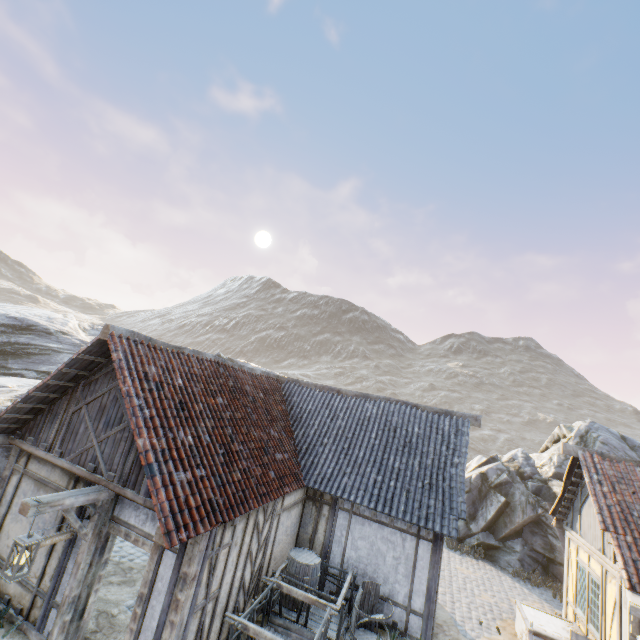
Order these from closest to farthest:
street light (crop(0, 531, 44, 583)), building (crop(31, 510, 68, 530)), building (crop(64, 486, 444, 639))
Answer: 1. street light (crop(0, 531, 44, 583))
2. building (crop(64, 486, 444, 639))
3. building (crop(31, 510, 68, 530))

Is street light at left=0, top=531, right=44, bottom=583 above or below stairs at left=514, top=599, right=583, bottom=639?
above

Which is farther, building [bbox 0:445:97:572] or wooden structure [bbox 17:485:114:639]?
building [bbox 0:445:97:572]

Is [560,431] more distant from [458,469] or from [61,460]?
[61,460]

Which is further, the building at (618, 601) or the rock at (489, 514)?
the rock at (489, 514)

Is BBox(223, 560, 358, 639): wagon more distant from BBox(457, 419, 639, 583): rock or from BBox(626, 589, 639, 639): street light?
BBox(457, 419, 639, 583): rock

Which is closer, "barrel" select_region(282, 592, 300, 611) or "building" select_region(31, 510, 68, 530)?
"building" select_region(31, 510, 68, 530)

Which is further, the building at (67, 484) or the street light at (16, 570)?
the building at (67, 484)
